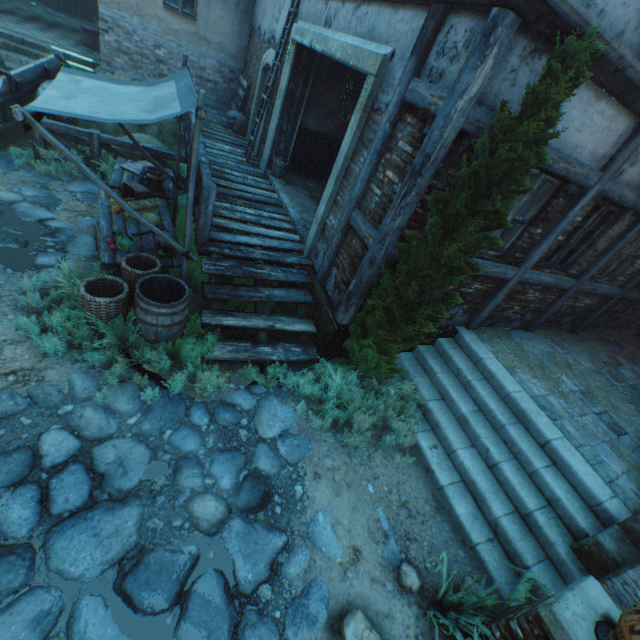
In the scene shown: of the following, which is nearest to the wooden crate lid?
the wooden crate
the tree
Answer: the tree

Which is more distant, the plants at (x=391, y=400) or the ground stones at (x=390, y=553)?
the plants at (x=391, y=400)

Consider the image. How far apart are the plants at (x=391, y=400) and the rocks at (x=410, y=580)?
1.4m

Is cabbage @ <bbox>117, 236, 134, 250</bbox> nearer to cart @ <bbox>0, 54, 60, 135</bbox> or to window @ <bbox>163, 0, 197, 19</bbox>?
cart @ <bbox>0, 54, 60, 135</bbox>

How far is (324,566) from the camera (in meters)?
3.40

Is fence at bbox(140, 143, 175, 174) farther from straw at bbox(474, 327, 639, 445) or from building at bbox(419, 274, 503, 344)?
straw at bbox(474, 327, 639, 445)

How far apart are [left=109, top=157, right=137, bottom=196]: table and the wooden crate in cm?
948

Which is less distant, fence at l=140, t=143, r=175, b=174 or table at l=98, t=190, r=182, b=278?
table at l=98, t=190, r=182, b=278
